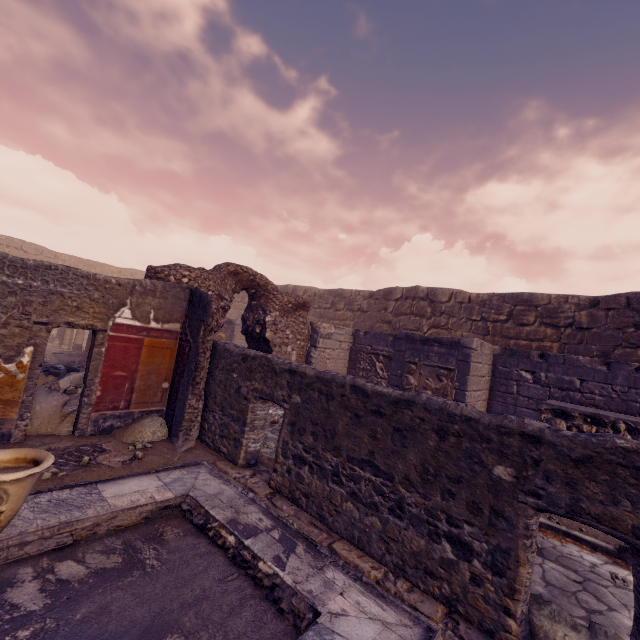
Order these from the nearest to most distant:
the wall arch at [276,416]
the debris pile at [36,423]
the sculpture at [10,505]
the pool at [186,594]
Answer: the sculpture at [10,505]
the pool at [186,594]
the debris pile at [36,423]
the wall arch at [276,416]

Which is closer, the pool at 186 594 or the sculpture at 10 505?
the sculpture at 10 505

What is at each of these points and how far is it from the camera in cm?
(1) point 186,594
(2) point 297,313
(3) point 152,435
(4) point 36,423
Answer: (1) pool, 266
(2) wall arch, 1041
(3) debris pile, 571
(4) debris pile, 513

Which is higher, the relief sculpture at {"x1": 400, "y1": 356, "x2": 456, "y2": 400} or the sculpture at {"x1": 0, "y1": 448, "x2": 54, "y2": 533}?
the relief sculpture at {"x1": 400, "y1": 356, "x2": 456, "y2": 400}

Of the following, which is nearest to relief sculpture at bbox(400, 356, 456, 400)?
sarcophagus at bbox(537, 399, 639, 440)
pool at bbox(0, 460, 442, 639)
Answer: sarcophagus at bbox(537, 399, 639, 440)

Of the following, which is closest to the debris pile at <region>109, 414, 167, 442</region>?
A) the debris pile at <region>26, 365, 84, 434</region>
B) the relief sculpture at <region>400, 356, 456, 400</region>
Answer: the debris pile at <region>26, 365, 84, 434</region>

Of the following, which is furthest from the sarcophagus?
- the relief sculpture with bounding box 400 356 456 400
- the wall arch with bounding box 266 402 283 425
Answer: the wall arch with bounding box 266 402 283 425

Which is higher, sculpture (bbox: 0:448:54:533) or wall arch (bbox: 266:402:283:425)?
sculpture (bbox: 0:448:54:533)
